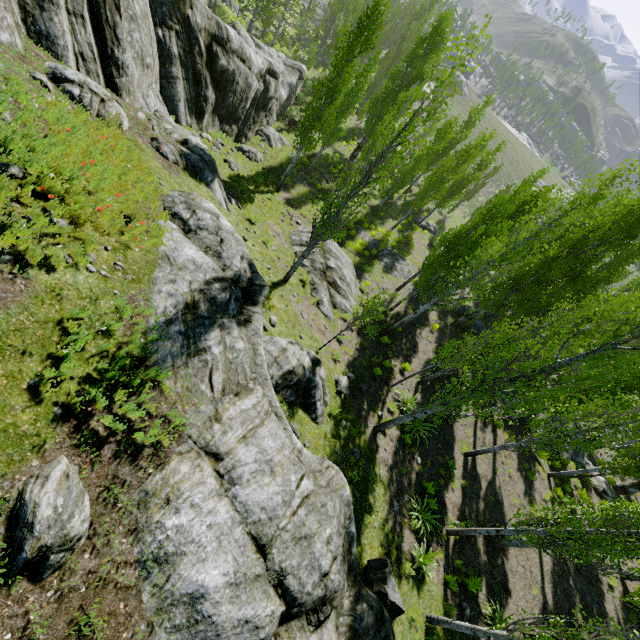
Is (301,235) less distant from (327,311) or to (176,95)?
(327,311)

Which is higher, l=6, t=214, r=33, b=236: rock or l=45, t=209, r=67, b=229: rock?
l=6, t=214, r=33, b=236: rock

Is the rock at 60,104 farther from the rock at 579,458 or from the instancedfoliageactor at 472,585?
the rock at 579,458

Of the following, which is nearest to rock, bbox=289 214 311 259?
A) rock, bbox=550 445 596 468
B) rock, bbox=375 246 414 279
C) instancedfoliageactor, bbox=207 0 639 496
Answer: instancedfoliageactor, bbox=207 0 639 496

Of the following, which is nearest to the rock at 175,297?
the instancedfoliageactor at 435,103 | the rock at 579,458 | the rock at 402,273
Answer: the instancedfoliageactor at 435,103

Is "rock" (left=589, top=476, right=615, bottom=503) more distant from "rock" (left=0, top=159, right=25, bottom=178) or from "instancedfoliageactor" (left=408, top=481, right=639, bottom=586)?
"rock" (left=0, top=159, right=25, bottom=178)

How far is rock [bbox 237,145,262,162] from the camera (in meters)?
21.83

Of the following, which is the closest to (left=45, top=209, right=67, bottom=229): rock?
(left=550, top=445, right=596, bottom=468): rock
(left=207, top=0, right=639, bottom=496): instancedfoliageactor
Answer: (left=207, top=0, right=639, bottom=496): instancedfoliageactor
